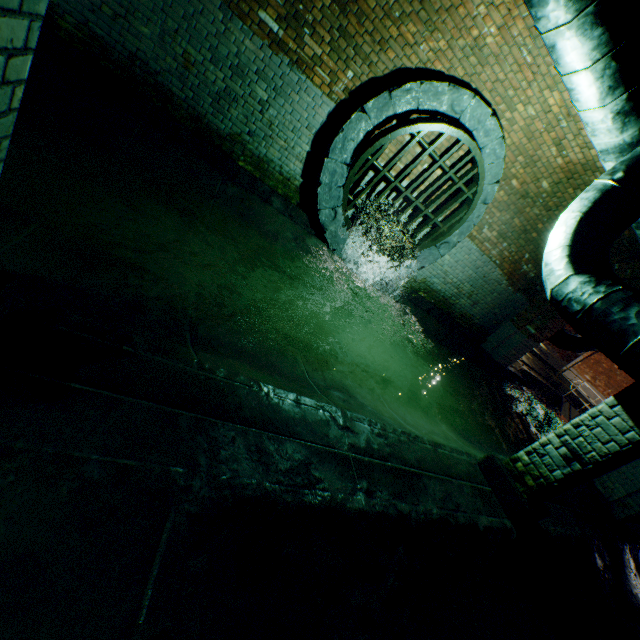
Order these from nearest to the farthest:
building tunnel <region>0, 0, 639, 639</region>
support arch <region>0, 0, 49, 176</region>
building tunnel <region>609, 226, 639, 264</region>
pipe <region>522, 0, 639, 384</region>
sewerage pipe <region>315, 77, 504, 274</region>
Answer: support arch <region>0, 0, 49, 176</region>
building tunnel <region>0, 0, 639, 639</region>
pipe <region>522, 0, 639, 384</region>
sewerage pipe <region>315, 77, 504, 274</region>
building tunnel <region>609, 226, 639, 264</region>

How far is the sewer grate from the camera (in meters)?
5.04

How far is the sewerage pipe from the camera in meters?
4.9 m

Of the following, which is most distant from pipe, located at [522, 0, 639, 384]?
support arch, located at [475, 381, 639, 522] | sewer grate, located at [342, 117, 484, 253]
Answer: sewer grate, located at [342, 117, 484, 253]

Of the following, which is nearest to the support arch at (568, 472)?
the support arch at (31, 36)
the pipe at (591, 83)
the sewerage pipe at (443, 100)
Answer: the pipe at (591, 83)

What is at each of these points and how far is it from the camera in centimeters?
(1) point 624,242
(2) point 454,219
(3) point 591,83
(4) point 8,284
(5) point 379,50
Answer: (1) building tunnel, 694cm
(2) sewer grate, 625cm
(3) pipe, 317cm
(4) support arch, 138cm
(5) building tunnel, 464cm

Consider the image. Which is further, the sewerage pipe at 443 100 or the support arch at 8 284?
the sewerage pipe at 443 100

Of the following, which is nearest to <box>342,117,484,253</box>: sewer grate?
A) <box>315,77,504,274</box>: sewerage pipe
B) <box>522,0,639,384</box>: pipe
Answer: <box>315,77,504,274</box>: sewerage pipe
